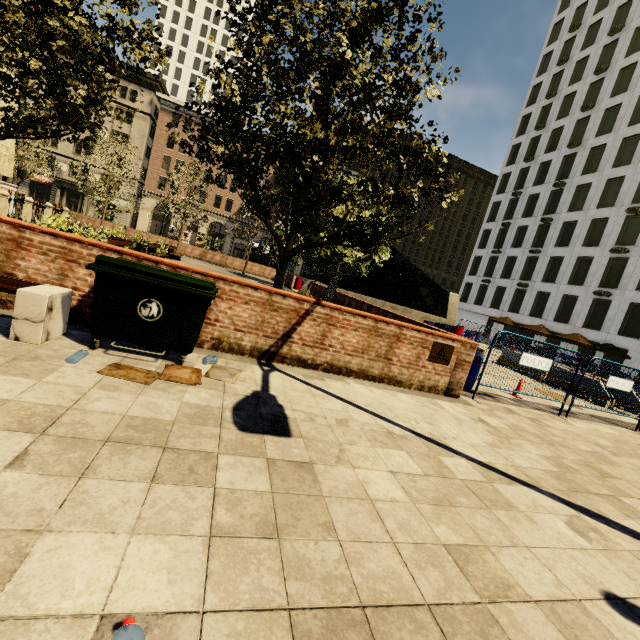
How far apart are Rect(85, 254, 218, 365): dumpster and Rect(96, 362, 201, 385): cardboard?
0.11m

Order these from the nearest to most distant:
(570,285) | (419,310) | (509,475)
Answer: (509,475), (419,310), (570,285)

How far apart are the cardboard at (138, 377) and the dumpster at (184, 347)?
0.1 meters

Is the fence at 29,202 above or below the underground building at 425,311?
below

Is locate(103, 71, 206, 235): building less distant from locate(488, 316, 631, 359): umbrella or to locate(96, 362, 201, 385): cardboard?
locate(488, 316, 631, 359): umbrella

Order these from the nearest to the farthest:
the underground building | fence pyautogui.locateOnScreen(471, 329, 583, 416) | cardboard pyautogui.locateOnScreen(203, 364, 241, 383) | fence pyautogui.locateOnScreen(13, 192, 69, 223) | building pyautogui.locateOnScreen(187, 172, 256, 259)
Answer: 1. cardboard pyautogui.locateOnScreen(203, 364, 241, 383)
2. fence pyautogui.locateOnScreen(471, 329, 583, 416)
3. fence pyautogui.locateOnScreen(13, 192, 69, 223)
4. the underground building
5. building pyautogui.locateOnScreen(187, 172, 256, 259)

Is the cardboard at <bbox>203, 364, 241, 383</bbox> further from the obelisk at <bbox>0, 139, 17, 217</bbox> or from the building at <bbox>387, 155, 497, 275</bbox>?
the building at <bbox>387, 155, 497, 275</bbox>
